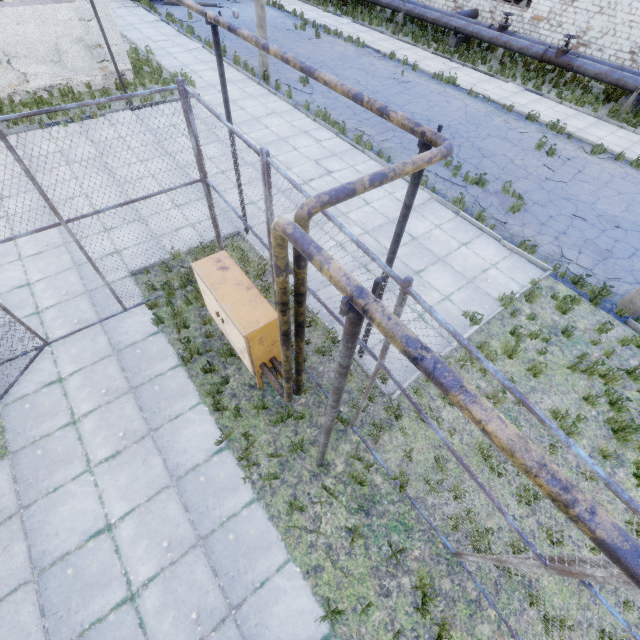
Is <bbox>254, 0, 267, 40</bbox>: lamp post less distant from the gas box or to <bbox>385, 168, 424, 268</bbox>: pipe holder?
the gas box

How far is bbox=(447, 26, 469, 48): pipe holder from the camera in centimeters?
2036cm

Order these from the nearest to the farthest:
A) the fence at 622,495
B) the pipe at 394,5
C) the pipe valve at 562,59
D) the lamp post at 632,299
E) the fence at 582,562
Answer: the fence at 622,495 < the fence at 582,562 < the lamp post at 632,299 < the pipe valve at 562,59 < the pipe at 394,5

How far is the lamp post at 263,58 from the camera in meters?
14.9

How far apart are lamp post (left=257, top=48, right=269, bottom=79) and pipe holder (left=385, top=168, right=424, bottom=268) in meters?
15.6 m

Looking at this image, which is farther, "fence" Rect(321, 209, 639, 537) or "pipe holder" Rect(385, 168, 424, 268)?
"pipe holder" Rect(385, 168, 424, 268)

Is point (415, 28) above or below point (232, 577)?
above

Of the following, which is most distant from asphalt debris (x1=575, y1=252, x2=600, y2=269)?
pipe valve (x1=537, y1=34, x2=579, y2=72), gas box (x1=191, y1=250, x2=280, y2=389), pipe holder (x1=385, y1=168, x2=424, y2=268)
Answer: pipe valve (x1=537, y1=34, x2=579, y2=72)
